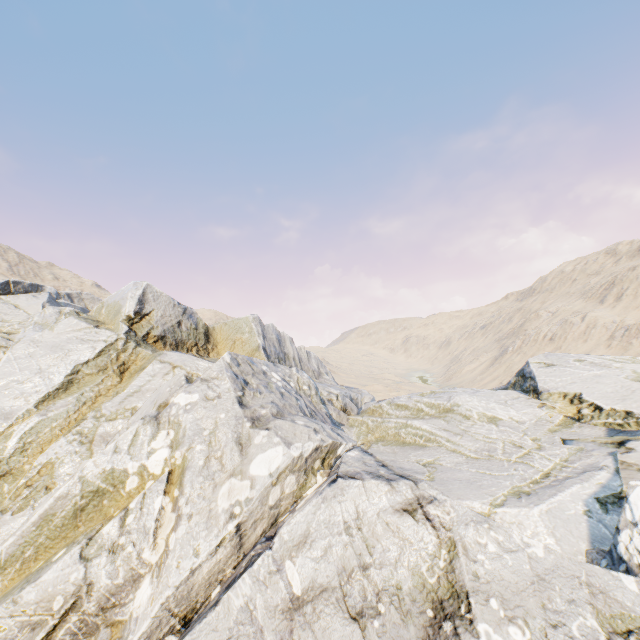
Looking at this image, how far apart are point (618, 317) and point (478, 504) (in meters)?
73.72
